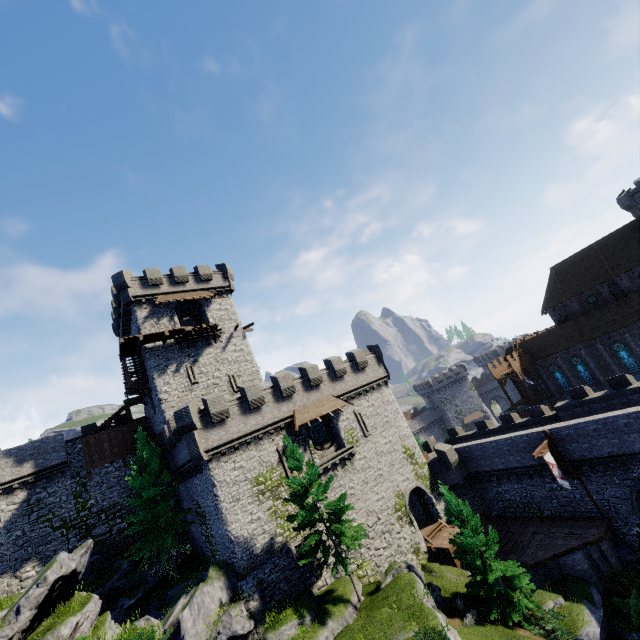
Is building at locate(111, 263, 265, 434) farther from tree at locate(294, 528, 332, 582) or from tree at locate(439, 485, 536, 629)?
tree at locate(439, 485, 536, 629)

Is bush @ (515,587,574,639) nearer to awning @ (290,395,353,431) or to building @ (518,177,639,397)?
awning @ (290,395,353,431)

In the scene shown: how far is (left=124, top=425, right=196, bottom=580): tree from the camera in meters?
24.4 m

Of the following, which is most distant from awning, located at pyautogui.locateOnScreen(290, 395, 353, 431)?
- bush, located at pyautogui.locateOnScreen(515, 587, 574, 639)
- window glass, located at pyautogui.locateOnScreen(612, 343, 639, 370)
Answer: window glass, located at pyautogui.locateOnScreen(612, 343, 639, 370)

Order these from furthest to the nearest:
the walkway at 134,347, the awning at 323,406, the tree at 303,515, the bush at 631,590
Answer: the walkway at 134,347
the awning at 323,406
the tree at 303,515
the bush at 631,590

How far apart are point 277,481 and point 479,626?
14.68m

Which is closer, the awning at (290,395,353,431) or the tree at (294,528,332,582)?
the tree at (294,528,332,582)

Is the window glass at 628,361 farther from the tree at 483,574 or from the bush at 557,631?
the bush at 557,631
